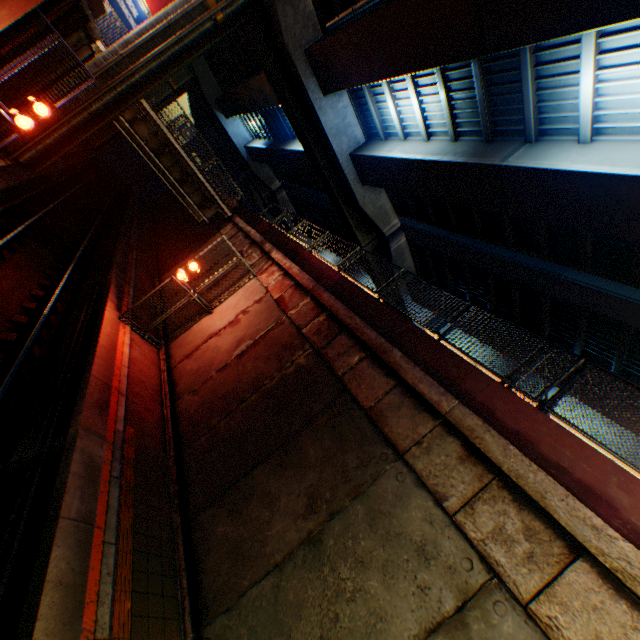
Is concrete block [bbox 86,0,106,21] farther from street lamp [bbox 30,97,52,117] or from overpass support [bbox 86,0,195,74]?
street lamp [bbox 30,97,52,117]

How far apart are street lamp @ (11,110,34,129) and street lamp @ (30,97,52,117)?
0.30m

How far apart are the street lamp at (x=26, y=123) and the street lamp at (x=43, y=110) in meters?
0.3

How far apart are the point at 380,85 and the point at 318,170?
6.4 meters

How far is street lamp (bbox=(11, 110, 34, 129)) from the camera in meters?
8.3 m

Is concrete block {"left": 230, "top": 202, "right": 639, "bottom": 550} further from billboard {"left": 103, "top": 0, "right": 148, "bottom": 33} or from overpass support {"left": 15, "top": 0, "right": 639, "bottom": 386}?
billboard {"left": 103, "top": 0, "right": 148, "bottom": 33}

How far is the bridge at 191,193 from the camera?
17.57m

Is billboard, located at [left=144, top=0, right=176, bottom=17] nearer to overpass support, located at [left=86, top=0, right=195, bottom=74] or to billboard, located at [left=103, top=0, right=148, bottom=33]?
billboard, located at [left=103, top=0, right=148, bottom=33]
